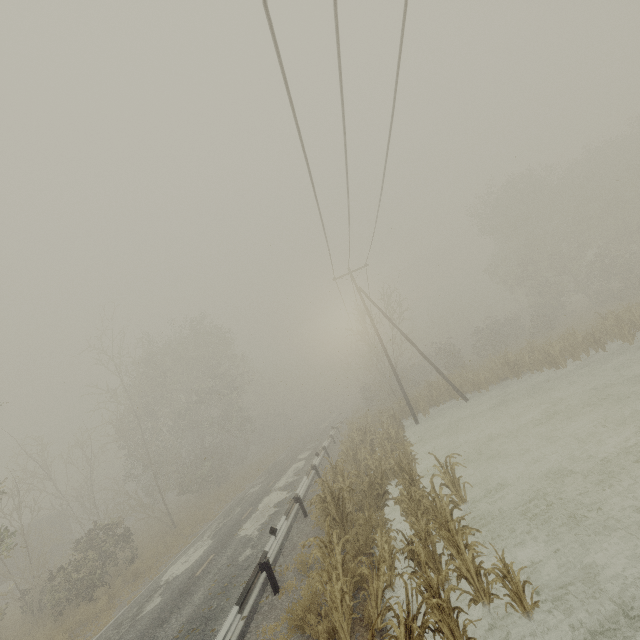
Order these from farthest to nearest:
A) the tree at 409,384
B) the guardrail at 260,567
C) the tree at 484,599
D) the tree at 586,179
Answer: the tree at 409,384, the tree at 586,179, the guardrail at 260,567, the tree at 484,599

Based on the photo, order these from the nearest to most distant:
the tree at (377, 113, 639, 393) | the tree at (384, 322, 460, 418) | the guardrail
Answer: the guardrail
the tree at (377, 113, 639, 393)
the tree at (384, 322, 460, 418)

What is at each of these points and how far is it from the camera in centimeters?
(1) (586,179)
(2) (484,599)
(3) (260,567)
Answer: (1) tree, 3216cm
(2) tree, 605cm
(3) guardrail, 934cm

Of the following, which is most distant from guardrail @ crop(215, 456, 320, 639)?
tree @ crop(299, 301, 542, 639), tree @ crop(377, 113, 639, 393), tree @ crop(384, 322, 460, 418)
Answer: tree @ crop(377, 113, 639, 393)

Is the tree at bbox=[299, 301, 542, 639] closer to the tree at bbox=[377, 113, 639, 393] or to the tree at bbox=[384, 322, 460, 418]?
the tree at bbox=[384, 322, 460, 418]

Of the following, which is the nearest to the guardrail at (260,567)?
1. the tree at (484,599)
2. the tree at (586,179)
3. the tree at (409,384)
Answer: the tree at (409,384)

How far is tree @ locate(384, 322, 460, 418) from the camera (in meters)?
23.86

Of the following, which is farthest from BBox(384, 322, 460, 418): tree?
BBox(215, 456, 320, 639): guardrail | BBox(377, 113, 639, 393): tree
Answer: BBox(377, 113, 639, 393): tree
